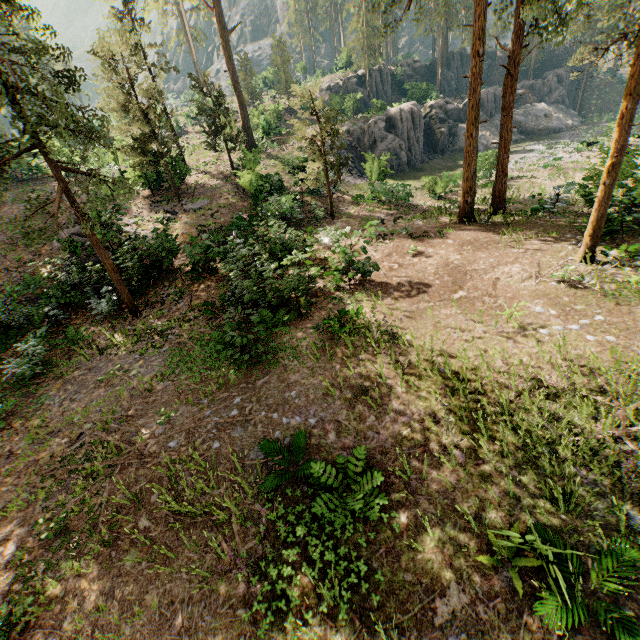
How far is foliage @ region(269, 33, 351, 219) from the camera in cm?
1725

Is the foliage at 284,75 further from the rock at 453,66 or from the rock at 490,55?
the rock at 490,55

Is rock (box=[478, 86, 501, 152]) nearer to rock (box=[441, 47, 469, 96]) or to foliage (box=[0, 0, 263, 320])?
foliage (box=[0, 0, 263, 320])

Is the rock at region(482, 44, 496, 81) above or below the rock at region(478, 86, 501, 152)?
above

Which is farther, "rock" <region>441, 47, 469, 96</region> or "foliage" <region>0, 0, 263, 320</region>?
"rock" <region>441, 47, 469, 96</region>

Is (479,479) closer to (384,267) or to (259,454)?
(259,454)

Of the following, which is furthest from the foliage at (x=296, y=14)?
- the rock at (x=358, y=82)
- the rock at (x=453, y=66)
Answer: the rock at (x=358, y=82)
